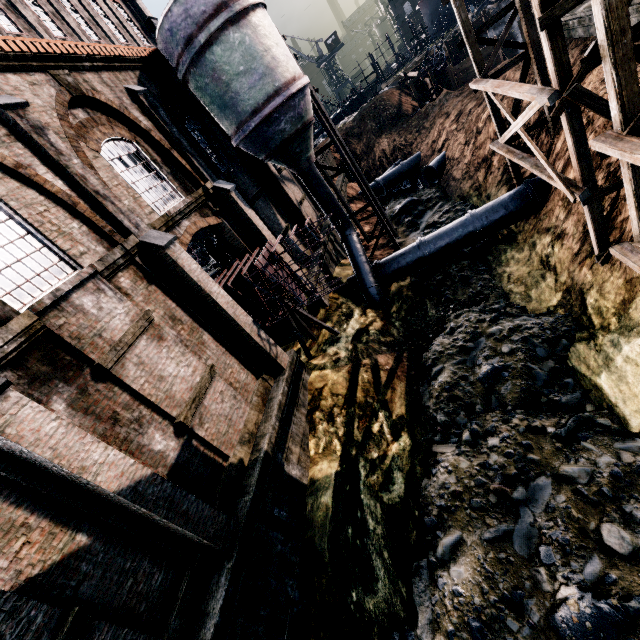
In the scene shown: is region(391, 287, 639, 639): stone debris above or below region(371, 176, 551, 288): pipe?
below

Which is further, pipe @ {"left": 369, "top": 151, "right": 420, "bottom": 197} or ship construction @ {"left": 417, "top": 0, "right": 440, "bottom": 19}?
ship construction @ {"left": 417, "top": 0, "right": 440, "bottom": 19}

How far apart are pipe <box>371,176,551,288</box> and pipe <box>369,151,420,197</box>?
16.6m

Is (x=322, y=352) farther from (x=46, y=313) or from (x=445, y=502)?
(x=46, y=313)

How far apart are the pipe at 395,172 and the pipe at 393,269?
16.6 meters

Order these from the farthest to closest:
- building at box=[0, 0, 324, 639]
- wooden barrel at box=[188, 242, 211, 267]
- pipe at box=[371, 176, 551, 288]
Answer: wooden barrel at box=[188, 242, 211, 267]
pipe at box=[371, 176, 551, 288]
building at box=[0, 0, 324, 639]

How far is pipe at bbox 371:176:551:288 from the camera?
16.02m

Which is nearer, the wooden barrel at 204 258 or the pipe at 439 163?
the wooden barrel at 204 258
